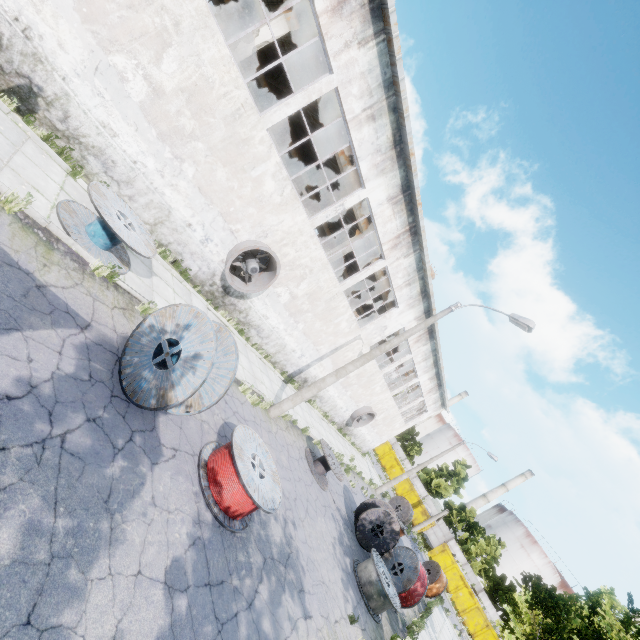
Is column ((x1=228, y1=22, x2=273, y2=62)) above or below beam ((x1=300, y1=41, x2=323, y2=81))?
below

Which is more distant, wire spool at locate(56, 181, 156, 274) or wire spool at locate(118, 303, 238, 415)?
wire spool at locate(56, 181, 156, 274)

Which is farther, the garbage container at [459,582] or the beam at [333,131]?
the garbage container at [459,582]

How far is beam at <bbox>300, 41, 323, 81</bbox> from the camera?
11.62m

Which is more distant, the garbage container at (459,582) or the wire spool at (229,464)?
the garbage container at (459,582)

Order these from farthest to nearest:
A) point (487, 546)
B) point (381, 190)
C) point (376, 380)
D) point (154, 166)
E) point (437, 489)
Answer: point (437, 489), point (487, 546), point (376, 380), point (381, 190), point (154, 166)

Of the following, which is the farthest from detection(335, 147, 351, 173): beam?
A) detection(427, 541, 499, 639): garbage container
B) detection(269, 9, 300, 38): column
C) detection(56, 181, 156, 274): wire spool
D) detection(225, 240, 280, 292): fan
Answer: detection(427, 541, 499, 639): garbage container

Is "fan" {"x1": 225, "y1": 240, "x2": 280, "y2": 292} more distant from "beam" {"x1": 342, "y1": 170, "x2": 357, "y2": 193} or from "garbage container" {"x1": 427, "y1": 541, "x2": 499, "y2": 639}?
"garbage container" {"x1": 427, "y1": 541, "x2": 499, "y2": 639}
